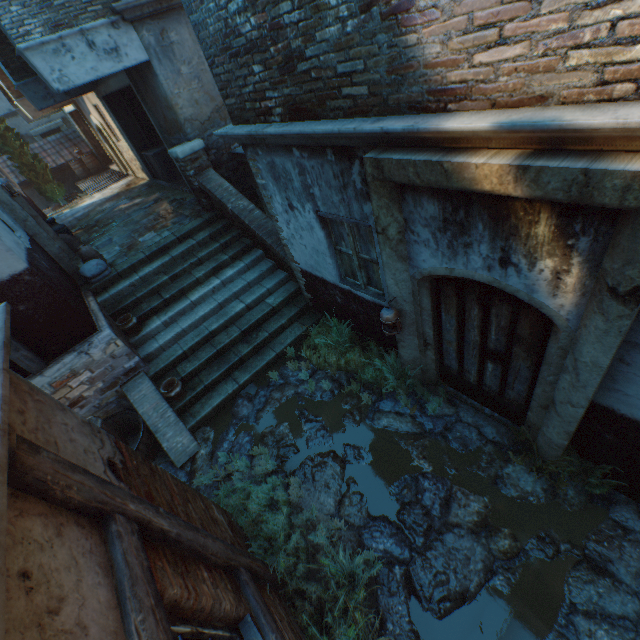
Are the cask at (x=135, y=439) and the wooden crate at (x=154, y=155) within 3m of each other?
no

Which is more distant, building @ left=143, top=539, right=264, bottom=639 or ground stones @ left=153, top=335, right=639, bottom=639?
ground stones @ left=153, top=335, right=639, bottom=639

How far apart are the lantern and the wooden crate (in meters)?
10.71

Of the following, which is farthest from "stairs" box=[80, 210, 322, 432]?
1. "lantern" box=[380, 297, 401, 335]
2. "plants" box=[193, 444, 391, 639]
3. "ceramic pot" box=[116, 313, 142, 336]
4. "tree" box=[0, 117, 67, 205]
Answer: "tree" box=[0, 117, 67, 205]

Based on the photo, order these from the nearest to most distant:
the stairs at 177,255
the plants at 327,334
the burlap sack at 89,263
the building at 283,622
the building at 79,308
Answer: the building at 79,308 < the building at 283,622 < the plants at 327,334 < the stairs at 177,255 < the burlap sack at 89,263

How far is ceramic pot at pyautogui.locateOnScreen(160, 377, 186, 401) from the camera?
5.9 meters

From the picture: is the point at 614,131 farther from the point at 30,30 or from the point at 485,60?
the point at 30,30

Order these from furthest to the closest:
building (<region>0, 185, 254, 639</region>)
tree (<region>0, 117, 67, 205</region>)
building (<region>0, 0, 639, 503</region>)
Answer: tree (<region>0, 117, 67, 205</region>)
building (<region>0, 0, 639, 503</region>)
building (<region>0, 185, 254, 639</region>)
